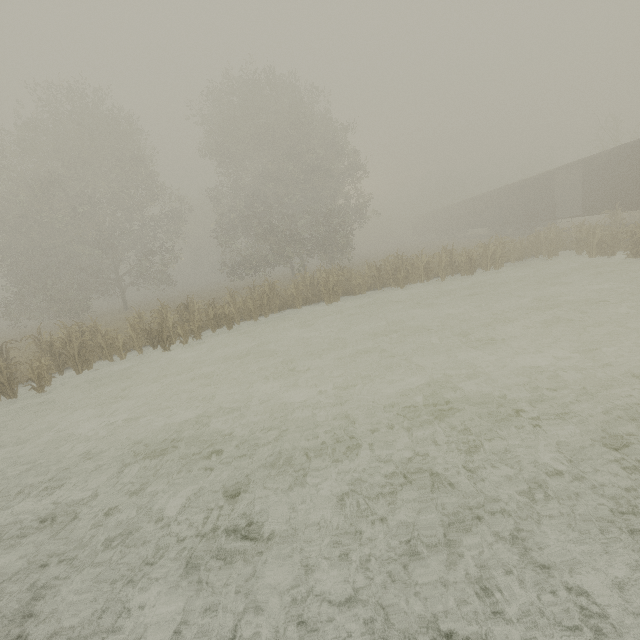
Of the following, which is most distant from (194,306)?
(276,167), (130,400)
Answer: (276,167)

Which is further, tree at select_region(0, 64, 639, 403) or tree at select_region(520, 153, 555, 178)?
tree at select_region(520, 153, 555, 178)

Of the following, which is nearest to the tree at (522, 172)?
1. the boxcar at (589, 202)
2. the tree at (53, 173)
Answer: the boxcar at (589, 202)

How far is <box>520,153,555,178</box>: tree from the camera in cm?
4784

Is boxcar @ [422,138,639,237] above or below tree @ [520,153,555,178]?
below

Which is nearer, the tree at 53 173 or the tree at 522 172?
the tree at 53 173

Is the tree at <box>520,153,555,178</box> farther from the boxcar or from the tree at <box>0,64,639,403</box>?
the tree at <box>0,64,639,403</box>

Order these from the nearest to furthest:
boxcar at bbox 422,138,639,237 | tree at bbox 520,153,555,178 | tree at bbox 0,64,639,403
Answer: tree at bbox 0,64,639,403, boxcar at bbox 422,138,639,237, tree at bbox 520,153,555,178
